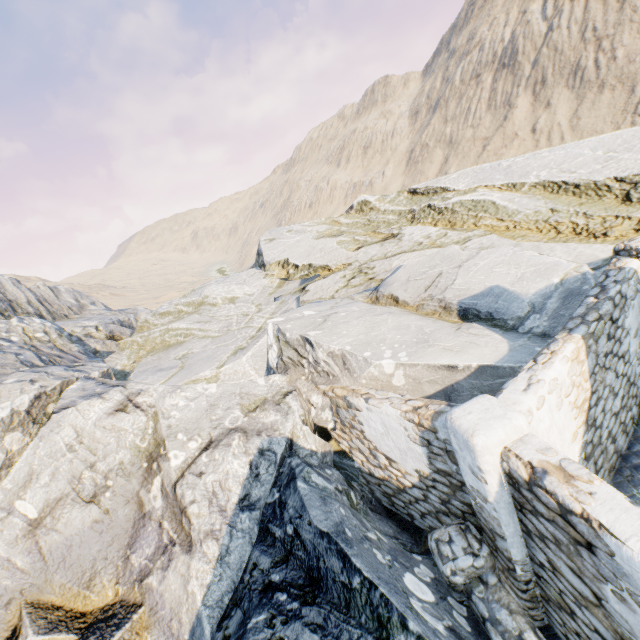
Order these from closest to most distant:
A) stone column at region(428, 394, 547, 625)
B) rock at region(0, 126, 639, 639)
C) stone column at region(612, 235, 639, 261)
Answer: stone column at region(428, 394, 547, 625)
rock at region(0, 126, 639, 639)
stone column at region(612, 235, 639, 261)

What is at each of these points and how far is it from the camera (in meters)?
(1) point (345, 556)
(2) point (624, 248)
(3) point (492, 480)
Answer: (1) rock, 4.03
(2) stone column, 6.51
(3) stone column, 3.66

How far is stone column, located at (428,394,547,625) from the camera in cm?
359

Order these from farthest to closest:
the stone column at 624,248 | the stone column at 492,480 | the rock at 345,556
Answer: the stone column at 624,248 → the rock at 345,556 → the stone column at 492,480

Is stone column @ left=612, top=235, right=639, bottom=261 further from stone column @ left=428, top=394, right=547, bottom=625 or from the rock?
stone column @ left=428, top=394, right=547, bottom=625

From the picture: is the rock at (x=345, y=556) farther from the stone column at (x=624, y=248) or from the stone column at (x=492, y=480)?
the stone column at (x=624, y=248)

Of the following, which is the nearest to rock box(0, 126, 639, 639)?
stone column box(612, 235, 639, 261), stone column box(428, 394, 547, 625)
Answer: stone column box(428, 394, 547, 625)
